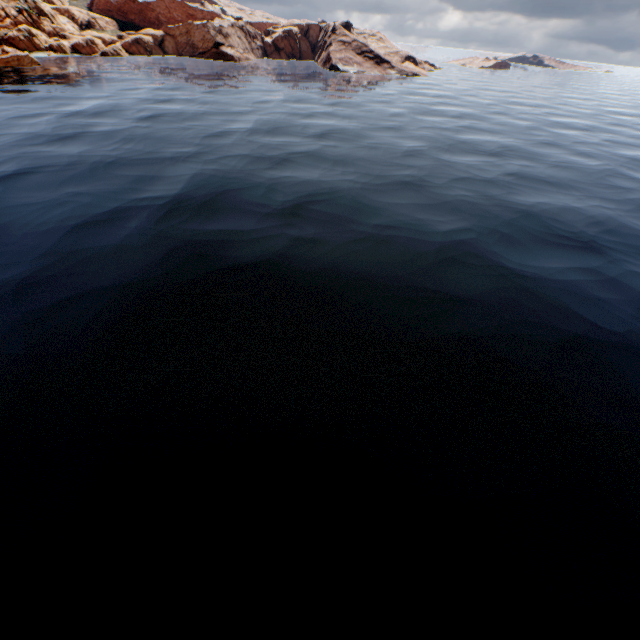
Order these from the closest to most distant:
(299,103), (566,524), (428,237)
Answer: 1. (566,524)
2. (428,237)
3. (299,103)
